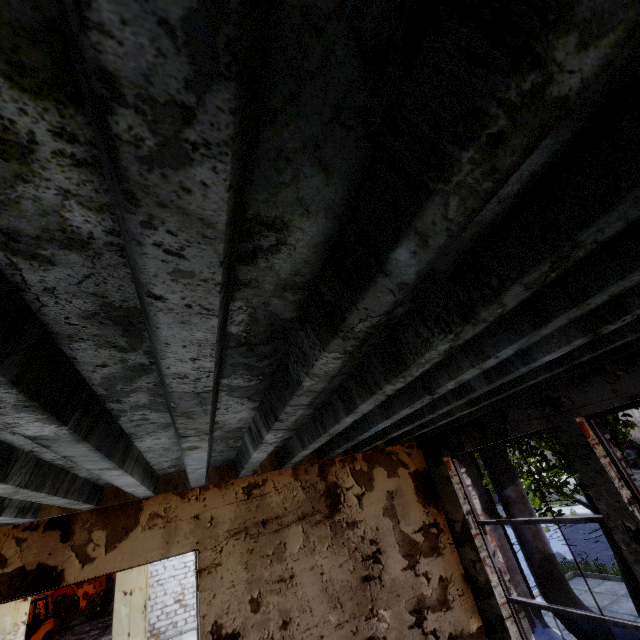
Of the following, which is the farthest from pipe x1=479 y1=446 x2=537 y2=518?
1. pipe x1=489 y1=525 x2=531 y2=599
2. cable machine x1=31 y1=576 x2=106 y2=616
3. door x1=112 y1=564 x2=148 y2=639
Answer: cable machine x1=31 y1=576 x2=106 y2=616

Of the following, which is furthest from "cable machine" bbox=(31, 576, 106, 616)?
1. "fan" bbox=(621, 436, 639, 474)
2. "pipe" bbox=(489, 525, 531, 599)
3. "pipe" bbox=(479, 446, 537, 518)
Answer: "fan" bbox=(621, 436, 639, 474)

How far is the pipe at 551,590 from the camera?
6.1 meters

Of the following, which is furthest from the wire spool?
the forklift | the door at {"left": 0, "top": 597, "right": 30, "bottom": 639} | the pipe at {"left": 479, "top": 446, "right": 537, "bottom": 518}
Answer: the pipe at {"left": 479, "top": 446, "right": 537, "bottom": 518}

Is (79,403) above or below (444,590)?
above

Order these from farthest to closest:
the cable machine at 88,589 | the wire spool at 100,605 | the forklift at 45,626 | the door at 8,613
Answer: the cable machine at 88,589
the wire spool at 100,605
the forklift at 45,626
the door at 8,613

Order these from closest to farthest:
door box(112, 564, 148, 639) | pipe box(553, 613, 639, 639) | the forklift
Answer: pipe box(553, 613, 639, 639) → door box(112, 564, 148, 639) → the forklift

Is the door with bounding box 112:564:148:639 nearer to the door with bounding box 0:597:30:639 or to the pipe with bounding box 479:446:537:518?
the door with bounding box 0:597:30:639
